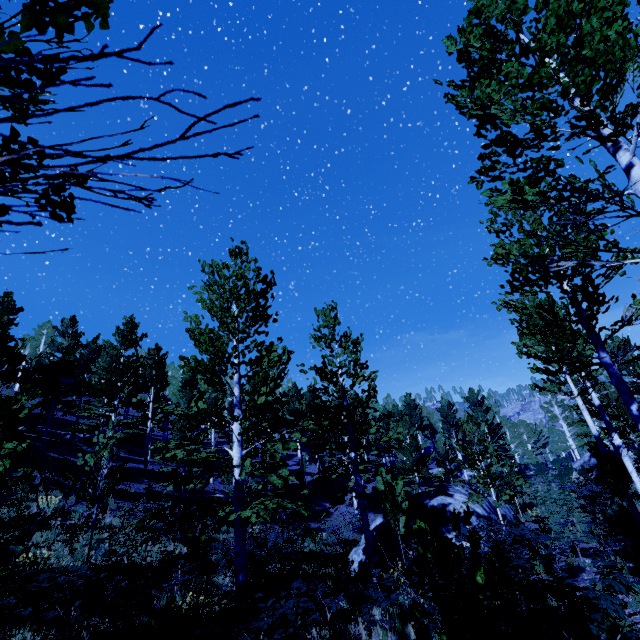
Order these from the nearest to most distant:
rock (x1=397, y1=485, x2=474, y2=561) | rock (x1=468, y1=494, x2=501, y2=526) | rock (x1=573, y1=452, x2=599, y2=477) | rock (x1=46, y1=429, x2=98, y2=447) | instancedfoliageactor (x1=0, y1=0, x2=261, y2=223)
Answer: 1. instancedfoliageactor (x1=0, y1=0, x2=261, y2=223)
2. rock (x1=397, y1=485, x2=474, y2=561)
3. rock (x1=468, y1=494, x2=501, y2=526)
4. rock (x1=46, y1=429, x2=98, y2=447)
5. rock (x1=573, y1=452, x2=599, y2=477)

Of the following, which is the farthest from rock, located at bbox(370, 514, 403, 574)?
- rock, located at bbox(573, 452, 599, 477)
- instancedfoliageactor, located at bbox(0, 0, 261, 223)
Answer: rock, located at bbox(573, 452, 599, 477)

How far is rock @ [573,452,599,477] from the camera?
29.2 meters

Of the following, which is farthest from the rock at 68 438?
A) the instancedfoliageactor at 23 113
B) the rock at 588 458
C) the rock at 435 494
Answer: the rock at 588 458

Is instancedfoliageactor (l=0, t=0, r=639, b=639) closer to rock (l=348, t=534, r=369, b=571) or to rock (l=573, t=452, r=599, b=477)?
rock (l=573, t=452, r=599, b=477)

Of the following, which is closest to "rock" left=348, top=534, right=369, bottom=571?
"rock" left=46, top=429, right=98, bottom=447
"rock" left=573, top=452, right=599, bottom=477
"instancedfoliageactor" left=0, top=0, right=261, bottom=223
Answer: "instancedfoliageactor" left=0, top=0, right=261, bottom=223

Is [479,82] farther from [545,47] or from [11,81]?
[11,81]

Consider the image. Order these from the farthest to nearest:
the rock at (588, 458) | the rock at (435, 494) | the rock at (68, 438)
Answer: the rock at (588, 458) → the rock at (68, 438) → the rock at (435, 494)
